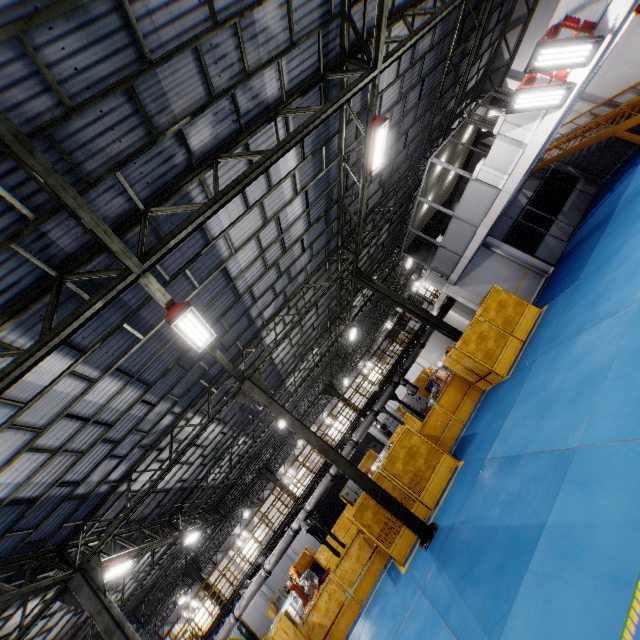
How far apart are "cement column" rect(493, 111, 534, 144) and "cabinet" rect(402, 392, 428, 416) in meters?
20.6

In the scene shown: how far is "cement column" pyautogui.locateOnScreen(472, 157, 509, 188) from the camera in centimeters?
1155cm

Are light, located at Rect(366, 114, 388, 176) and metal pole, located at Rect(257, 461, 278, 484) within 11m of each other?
no

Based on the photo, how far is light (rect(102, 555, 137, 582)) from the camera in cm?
1090

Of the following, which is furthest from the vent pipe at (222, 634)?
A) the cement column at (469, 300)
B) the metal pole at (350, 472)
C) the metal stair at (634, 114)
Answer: the metal stair at (634, 114)

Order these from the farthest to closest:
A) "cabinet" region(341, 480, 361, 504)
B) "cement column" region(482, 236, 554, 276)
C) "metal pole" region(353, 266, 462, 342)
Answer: "cabinet" region(341, 480, 361, 504)
"cement column" region(482, 236, 554, 276)
"metal pole" region(353, 266, 462, 342)

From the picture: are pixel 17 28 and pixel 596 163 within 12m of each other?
no

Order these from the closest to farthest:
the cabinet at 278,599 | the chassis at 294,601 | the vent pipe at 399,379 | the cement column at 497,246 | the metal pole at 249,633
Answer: the chassis at 294,601 → the cement column at 497,246 → the vent pipe at 399,379 → the metal pole at 249,633 → the cabinet at 278,599
